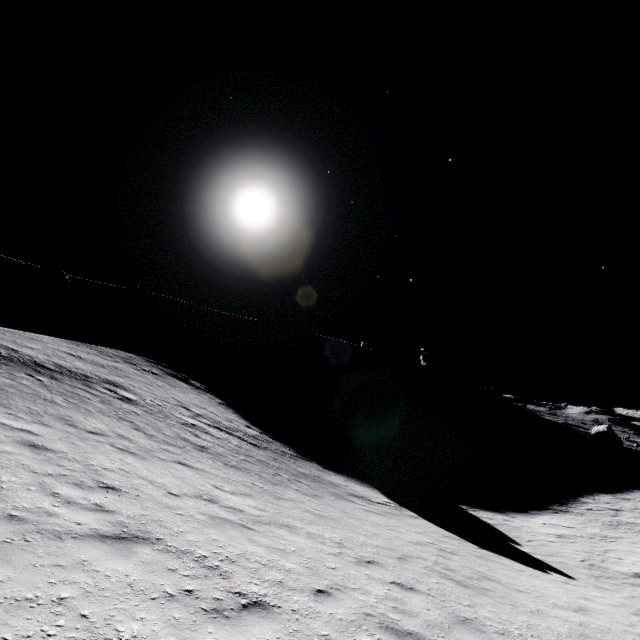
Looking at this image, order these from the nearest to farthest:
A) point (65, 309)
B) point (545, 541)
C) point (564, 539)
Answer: point (545, 541), point (564, 539), point (65, 309)
